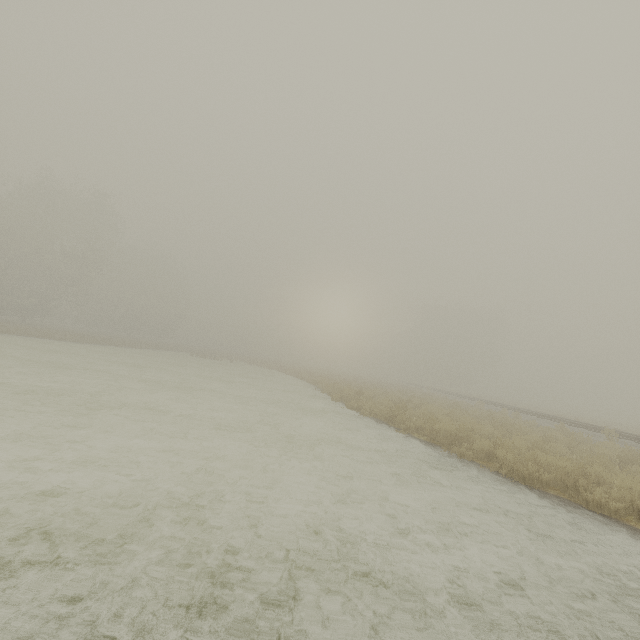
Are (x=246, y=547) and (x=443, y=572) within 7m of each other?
yes
